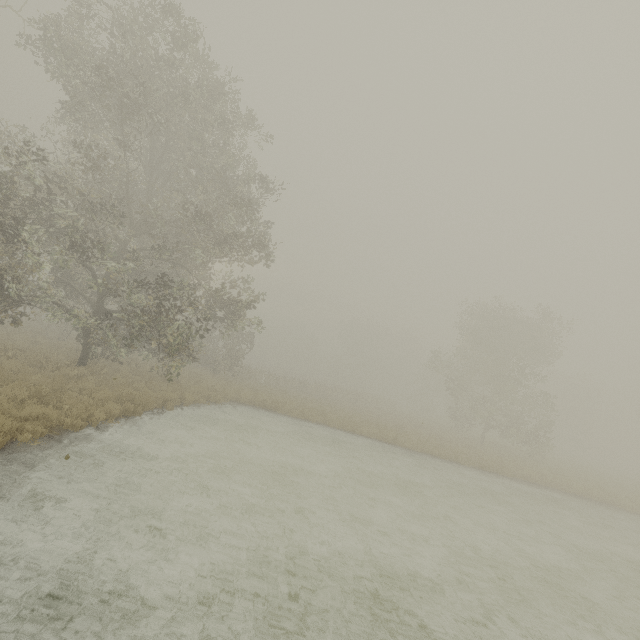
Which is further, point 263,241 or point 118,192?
point 118,192
